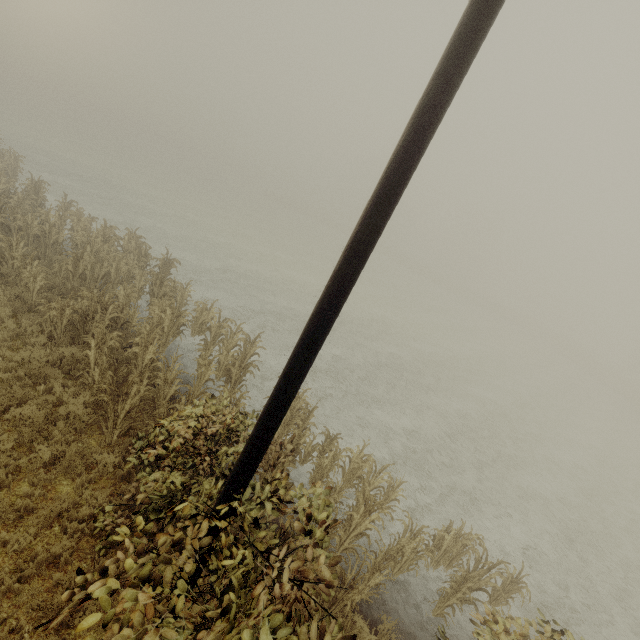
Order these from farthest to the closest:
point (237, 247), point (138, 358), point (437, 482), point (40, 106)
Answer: point (40, 106)
point (237, 247)
point (437, 482)
point (138, 358)
